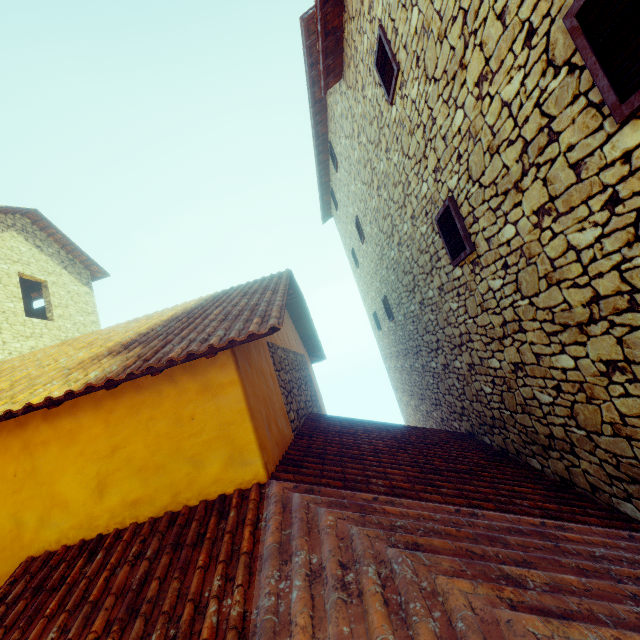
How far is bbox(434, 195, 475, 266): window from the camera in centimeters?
367cm

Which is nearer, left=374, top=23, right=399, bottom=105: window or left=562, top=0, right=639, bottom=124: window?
left=562, top=0, right=639, bottom=124: window

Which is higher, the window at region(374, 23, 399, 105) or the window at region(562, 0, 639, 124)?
the window at region(374, 23, 399, 105)

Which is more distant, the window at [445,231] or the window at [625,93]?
the window at [445,231]

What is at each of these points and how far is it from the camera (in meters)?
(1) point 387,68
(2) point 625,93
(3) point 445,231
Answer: (1) window, 4.32
(2) window, 1.65
(3) window, 4.13
